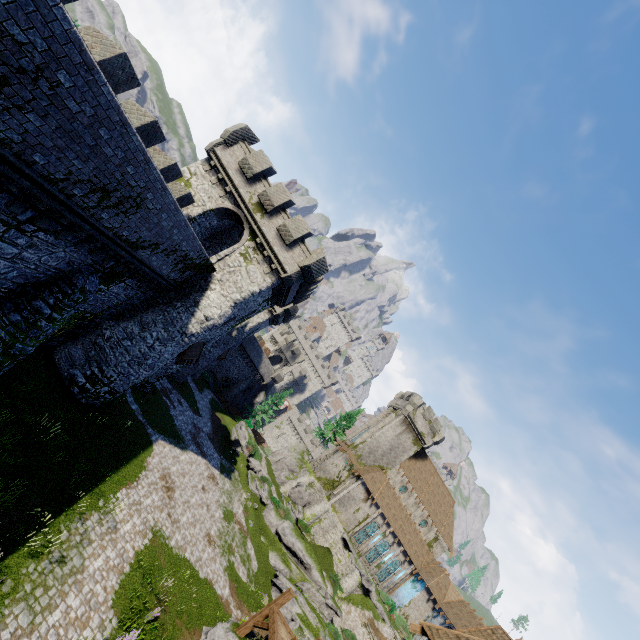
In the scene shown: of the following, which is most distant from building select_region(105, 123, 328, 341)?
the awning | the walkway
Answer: the walkway

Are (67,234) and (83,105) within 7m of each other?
yes

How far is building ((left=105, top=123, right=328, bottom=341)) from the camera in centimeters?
2105cm

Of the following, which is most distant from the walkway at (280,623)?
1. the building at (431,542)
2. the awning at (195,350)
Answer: the building at (431,542)

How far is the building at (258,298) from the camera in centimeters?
2105cm

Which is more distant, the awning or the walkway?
the awning

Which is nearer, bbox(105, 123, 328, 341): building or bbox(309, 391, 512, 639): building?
bbox(105, 123, 328, 341): building

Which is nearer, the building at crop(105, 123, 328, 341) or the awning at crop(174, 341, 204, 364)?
the building at crop(105, 123, 328, 341)
